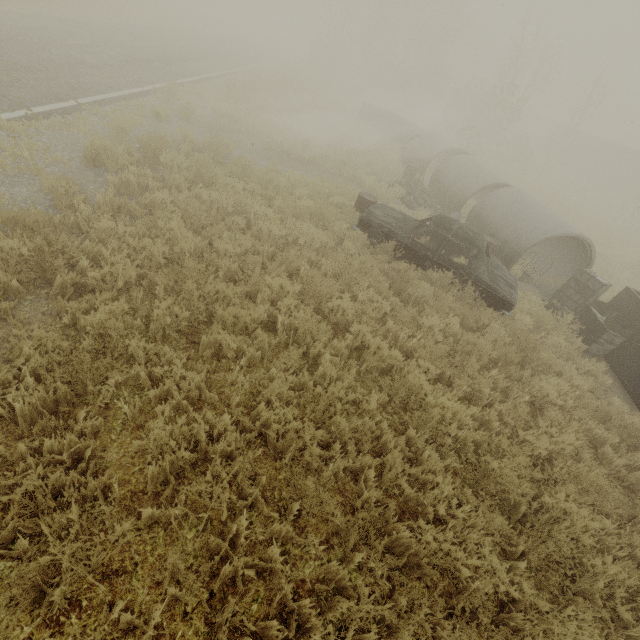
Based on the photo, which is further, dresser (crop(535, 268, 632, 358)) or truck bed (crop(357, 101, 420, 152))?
truck bed (crop(357, 101, 420, 152))

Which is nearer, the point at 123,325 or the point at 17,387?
the point at 17,387

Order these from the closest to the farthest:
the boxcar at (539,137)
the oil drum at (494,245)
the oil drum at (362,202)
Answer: the oil drum at (362,202), the oil drum at (494,245), the boxcar at (539,137)

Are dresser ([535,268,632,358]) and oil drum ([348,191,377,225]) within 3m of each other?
no

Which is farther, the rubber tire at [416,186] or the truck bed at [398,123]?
the truck bed at [398,123]

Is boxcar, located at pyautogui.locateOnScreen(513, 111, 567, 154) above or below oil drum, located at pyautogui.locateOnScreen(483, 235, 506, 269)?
above

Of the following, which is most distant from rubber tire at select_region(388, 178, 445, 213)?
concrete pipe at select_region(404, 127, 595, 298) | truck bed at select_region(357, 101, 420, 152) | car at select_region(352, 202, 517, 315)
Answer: truck bed at select_region(357, 101, 420, 152)

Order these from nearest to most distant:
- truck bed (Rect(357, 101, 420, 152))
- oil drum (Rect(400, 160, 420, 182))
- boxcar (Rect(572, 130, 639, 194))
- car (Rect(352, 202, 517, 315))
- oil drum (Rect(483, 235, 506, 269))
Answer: car (Rect(352, 202, 517, 315))
oil drum (Rect(483, 235, 506, 269))
oil drum (Rect(400, 160, 420, 182))
truck bed (Rect(357, 101, 420, 152))
boxcar (Rect(572, 130, 639, 194))
